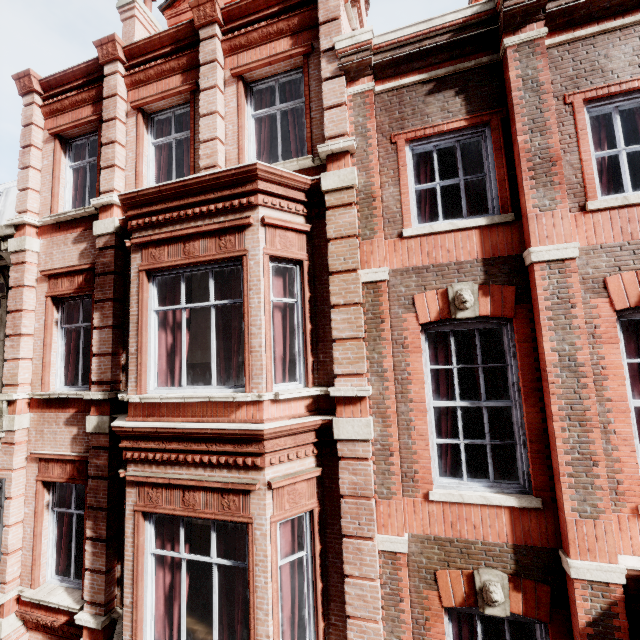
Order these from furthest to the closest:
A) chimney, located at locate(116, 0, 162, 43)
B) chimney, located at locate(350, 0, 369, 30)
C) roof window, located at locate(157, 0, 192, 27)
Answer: chimney, located at locate(116, 0, 162, 43), roof window, located at locate(157, 0, 192, 27), chimney, located at locate(350, 0, 369, 30)

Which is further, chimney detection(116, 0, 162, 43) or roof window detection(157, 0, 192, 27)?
chimney detection(116, 0, 162, 43)

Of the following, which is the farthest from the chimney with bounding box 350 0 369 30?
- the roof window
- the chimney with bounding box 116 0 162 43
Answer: the chimney with bounding box 116 0 162 43

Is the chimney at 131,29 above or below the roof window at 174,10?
above

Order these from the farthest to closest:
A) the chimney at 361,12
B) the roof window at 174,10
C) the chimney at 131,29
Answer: the chimney at 131,29 < the roof window at 174,10 < the chimney at 361,12

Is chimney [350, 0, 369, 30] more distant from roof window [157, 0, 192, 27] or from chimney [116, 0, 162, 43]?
chimney [116, 0, 162, 43]

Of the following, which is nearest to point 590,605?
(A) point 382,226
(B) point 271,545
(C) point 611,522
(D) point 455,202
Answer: (C) point 611,522

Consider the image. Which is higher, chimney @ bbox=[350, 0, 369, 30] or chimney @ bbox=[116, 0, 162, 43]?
chimney @ bbox=[116, 0, 162, 43]
